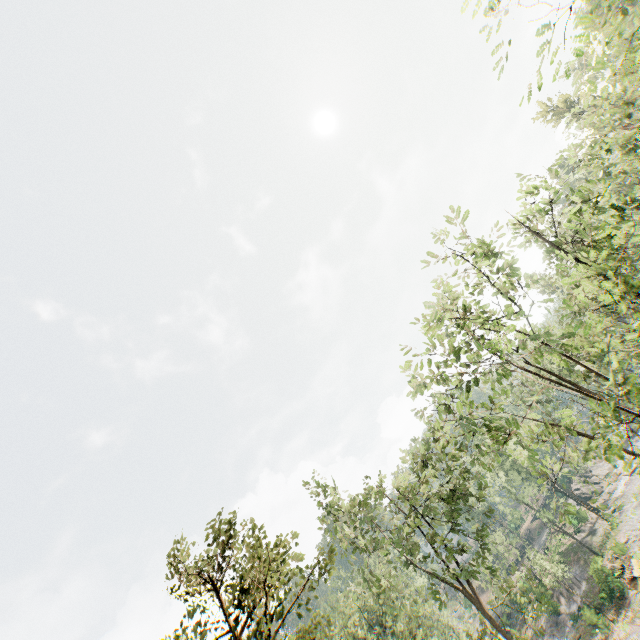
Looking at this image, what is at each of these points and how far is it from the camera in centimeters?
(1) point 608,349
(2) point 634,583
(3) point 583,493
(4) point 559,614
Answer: (1) foliage, 904cm
(2) tree trunk, 2878cm
(3) rock, 5734cm
(4) foliage, 3853cm

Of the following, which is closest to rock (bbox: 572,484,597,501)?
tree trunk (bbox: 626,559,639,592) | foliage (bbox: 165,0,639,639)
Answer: foliage (bbox: 165,0,639,639)

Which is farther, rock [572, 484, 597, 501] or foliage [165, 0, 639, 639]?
rock [572, 484, 597, 501]

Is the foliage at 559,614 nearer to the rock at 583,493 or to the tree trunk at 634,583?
the rock at 583,493

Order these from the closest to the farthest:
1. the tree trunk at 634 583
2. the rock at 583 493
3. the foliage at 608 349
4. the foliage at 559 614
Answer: the foliage at 608 349 < the foliage at 559 614 < the tree trunk at 634 583 < the rock at 583 493

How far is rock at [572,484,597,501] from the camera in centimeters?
5605cm
